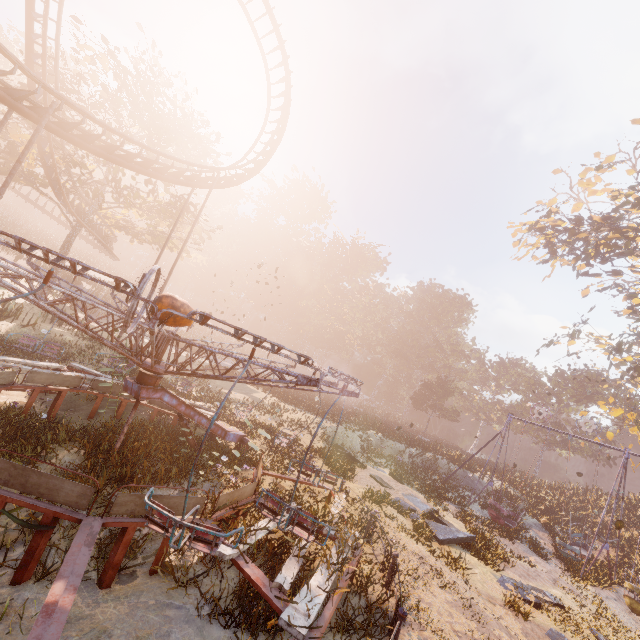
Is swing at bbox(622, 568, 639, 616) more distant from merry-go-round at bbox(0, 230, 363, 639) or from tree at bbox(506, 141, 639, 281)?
merry-go-round at bbox(0, 230, 363, 639)

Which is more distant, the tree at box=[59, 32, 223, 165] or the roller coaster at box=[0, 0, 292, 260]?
the tree at box=[59, 32, 223, 165]

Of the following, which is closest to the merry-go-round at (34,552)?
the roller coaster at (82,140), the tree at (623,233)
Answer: the roller coaster at (82,140)

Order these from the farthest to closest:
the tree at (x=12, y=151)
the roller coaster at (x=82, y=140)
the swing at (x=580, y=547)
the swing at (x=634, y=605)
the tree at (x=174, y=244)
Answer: the tree at (x=174, y=244) → the tree at (x=12, y=151) → the swing at (x=580, y=547) → the swing at (x=634, y=605) → the roller coaster at (x=82, y=140)

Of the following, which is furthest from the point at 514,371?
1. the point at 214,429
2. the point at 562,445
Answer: the point at 214,429

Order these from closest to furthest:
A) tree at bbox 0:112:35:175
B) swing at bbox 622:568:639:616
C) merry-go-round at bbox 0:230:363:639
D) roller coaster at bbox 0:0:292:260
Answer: merry-go-round at bbox 0:230:363:639 < roller coaster at bbox 0:0:292:260 < swing at bbox 622:568:639:616 < tree at bbox 0:112:35:175

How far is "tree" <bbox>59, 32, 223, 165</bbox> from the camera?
21.2 meters
